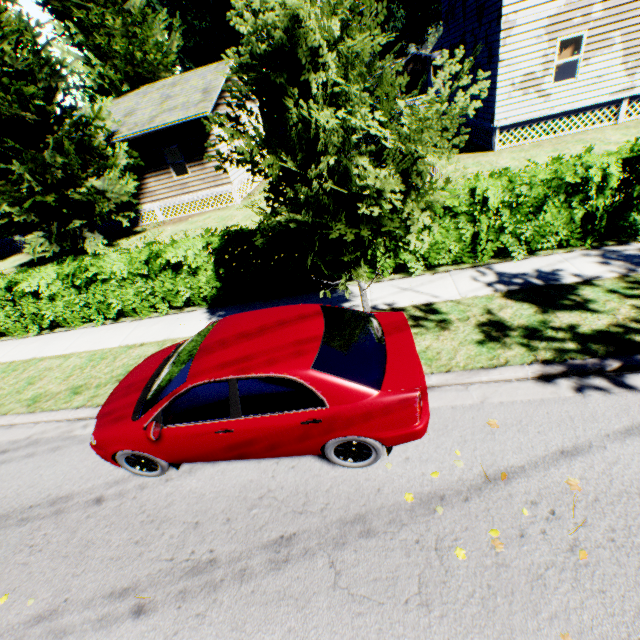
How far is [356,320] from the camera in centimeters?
438cm

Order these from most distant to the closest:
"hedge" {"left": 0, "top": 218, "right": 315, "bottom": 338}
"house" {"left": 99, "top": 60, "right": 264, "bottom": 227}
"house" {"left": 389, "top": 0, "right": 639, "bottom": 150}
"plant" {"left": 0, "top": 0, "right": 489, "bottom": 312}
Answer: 1. "house" {"left": 99, "top": 60, "right": 264, "bottom": 227}
2. "house" {"left": 389, "top": 0, "right": 639, "bottom": 150}
3. "hedge" {"left": 0, "top": 218, "right": 315, "bottom": 338}
4. "plant" {"left": 0, "top": 0, "right": 489, "bottom": 312}

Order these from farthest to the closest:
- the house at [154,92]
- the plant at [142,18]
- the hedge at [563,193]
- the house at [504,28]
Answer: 1. the house at [154,92]
2. the house at [504,28]
3. the hedge at [563,193]
4. the plant at [142,18]

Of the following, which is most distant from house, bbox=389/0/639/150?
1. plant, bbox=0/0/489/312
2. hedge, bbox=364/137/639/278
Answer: hedge, bbox=364/137/639/278

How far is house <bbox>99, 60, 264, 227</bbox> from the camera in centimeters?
1587cm

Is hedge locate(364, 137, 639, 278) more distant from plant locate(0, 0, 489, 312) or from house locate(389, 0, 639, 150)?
house locate(389, 0, 639, 150)

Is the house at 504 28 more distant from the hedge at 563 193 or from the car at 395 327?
the car at 395 327
